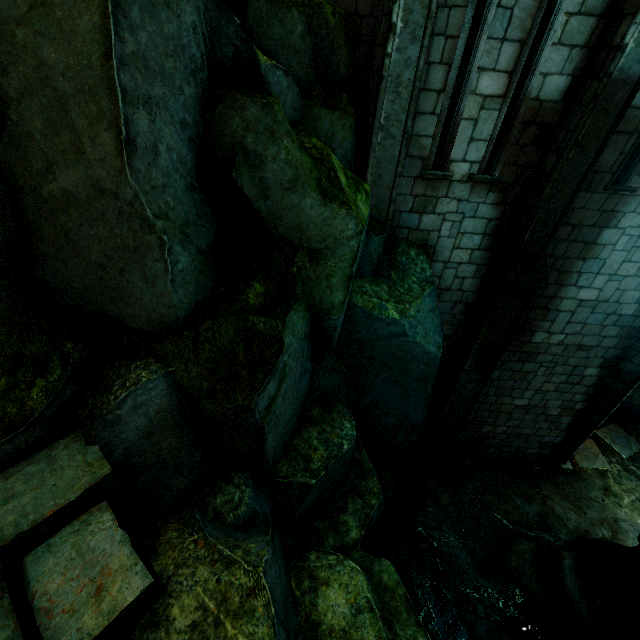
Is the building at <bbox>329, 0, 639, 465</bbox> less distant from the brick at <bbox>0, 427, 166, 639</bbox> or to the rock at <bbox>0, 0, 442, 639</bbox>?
the rock at <bbox>0, 0, 442, 639</bbox>

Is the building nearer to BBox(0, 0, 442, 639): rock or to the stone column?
BBox(0, 0, 442, 639): rock

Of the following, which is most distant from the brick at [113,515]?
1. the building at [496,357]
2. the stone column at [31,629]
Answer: the building at [496,357]

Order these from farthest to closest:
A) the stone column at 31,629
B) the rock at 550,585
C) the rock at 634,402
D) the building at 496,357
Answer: the rock at 634,402 < the rock at 550,585 < the building at 496,357 < the stone column at 31,629

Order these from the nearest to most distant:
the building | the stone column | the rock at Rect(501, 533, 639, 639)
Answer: the stone column → the building → the rock at Rect(501, 533, 639, 639)

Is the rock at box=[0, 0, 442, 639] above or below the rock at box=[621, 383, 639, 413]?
above

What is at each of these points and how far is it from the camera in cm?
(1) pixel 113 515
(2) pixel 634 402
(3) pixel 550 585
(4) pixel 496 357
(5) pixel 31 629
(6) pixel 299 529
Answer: (1) brick, 264
(2) rock, 1241
(3) rock, 777
(4) building, 762
(5) stone column, 211
(6) rock, 464
